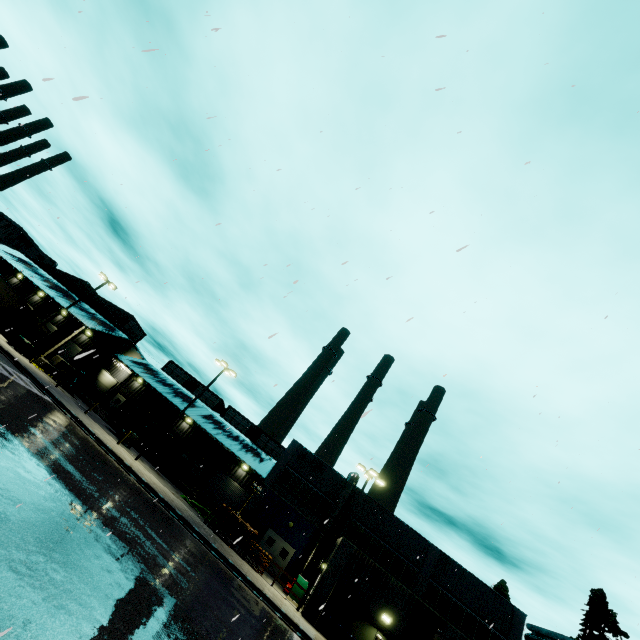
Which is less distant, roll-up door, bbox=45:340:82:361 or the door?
the door

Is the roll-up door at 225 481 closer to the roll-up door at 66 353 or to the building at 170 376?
the building at 170 376

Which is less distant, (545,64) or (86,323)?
(545,64)

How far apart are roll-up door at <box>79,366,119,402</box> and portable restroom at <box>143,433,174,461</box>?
11.8m

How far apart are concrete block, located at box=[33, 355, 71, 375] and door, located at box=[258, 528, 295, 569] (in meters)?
26.12

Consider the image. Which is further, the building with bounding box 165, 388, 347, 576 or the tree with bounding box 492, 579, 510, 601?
the tree with bounding box 492, 579, 510, 601

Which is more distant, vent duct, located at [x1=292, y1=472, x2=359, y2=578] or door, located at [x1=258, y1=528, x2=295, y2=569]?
door, located at [x1=258, y1=528, x2=295, y2=569]

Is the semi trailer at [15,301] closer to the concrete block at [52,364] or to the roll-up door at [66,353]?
the concrete block at [52,364]
